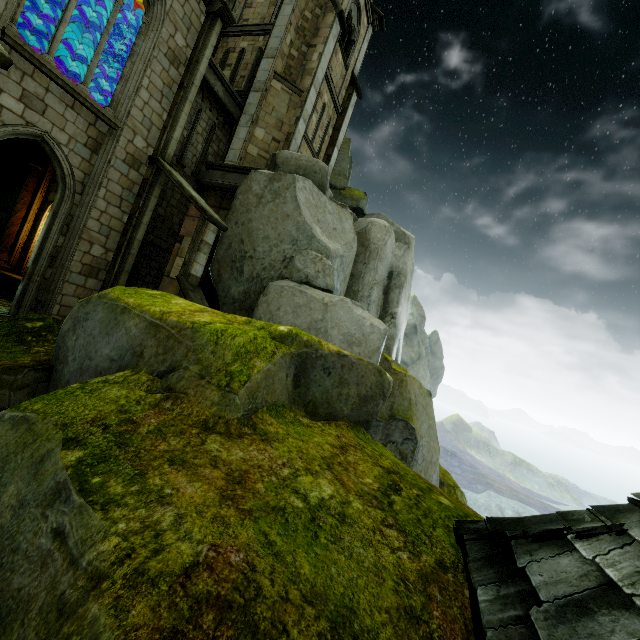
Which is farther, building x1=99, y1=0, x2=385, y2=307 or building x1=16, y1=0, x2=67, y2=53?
building x1=16, y1=0, x2=67, y2=53

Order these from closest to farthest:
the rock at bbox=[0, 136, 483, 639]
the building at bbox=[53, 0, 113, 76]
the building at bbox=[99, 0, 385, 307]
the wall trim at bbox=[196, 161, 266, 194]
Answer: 1. the rock at bbox=[0, 136, 483, 639]
2. the building at bbox=[99, 0, 385, 307]
3. the building at bbox=[53, 0, 113, 76]
4. the wall trim at bbox=[196, 161, 266, 194]

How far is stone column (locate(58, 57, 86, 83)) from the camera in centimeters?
1316cm

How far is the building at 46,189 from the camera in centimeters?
1299cm

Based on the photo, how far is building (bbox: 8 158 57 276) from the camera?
12.99m

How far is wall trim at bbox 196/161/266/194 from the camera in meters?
13.3 m

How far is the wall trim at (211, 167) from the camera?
13.26m

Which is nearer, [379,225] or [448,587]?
[448,587]
